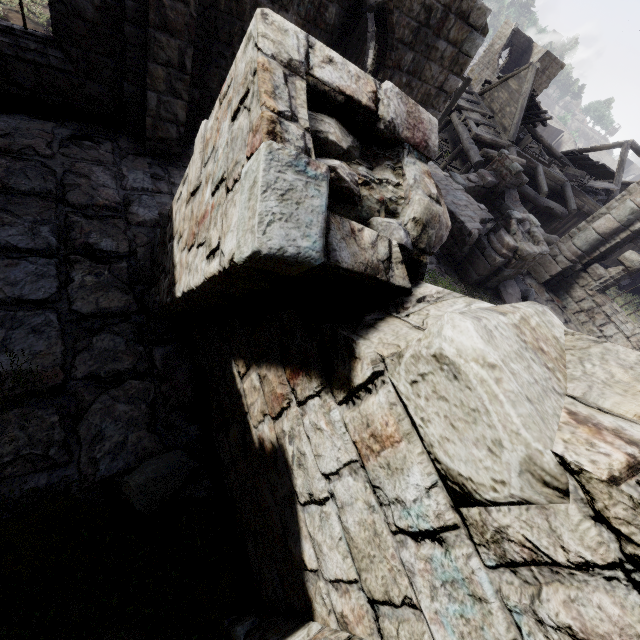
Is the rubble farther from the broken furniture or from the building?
the broken furniture

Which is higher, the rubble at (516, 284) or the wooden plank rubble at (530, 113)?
the wooden plank rubble at (530, 113)

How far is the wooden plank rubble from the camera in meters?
21.4

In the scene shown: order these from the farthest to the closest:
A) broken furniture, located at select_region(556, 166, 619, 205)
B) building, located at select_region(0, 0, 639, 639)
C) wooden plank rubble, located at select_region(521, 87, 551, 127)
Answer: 1. wooden plank rubble, located at select_region(521, 87, 551, 127)
2. broken furniture, located at select_region(556, 166, 619, 205)
3. building, located at select_region(0, 0, 639, 639)

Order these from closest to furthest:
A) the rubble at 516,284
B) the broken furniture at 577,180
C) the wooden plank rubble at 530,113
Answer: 1. the rubble at 516,284
2. the broken furniture at 577,180
3. the wooden plank rubble at 530,113

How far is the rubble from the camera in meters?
10.5

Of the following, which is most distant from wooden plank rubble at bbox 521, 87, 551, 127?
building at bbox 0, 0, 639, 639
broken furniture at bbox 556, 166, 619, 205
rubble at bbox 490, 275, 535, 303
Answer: rubble at bbox 490, 275, 535, 303

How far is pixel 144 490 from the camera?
3.5 meters
